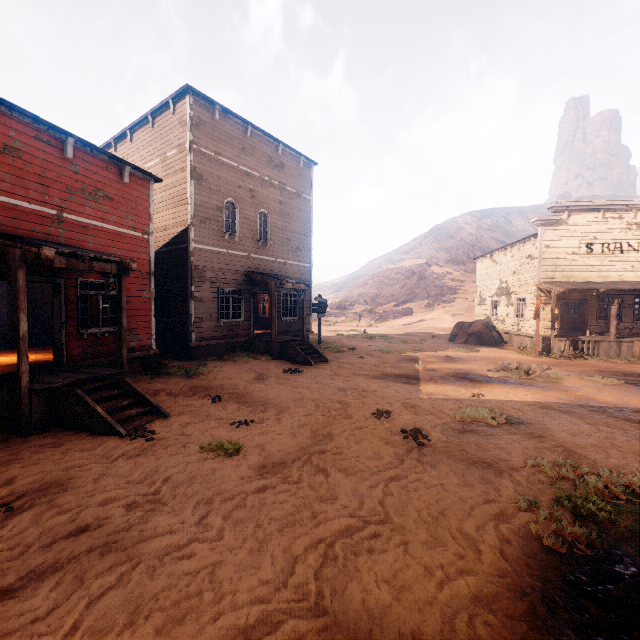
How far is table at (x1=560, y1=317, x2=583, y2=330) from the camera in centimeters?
2392cm

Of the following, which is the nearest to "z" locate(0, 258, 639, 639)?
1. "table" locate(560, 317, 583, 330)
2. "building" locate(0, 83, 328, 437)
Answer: "building" locate(0, 83, 328, 437)

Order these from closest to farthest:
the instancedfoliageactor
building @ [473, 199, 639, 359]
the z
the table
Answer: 1. the z
2. building @ [473, 199, 639, 359]
3. the instancedfoliageactor
4. the table

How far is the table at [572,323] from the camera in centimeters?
2392cm

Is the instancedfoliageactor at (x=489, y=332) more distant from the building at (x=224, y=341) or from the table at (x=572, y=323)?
the table at (x=572, y=323)

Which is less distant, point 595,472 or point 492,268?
point 595,472

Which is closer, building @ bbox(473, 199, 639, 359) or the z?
the z

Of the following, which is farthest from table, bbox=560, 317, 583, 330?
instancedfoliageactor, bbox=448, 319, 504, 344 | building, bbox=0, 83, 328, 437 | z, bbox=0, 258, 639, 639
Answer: instancedfoliageactor, bbox=448, 319, 504, 344
